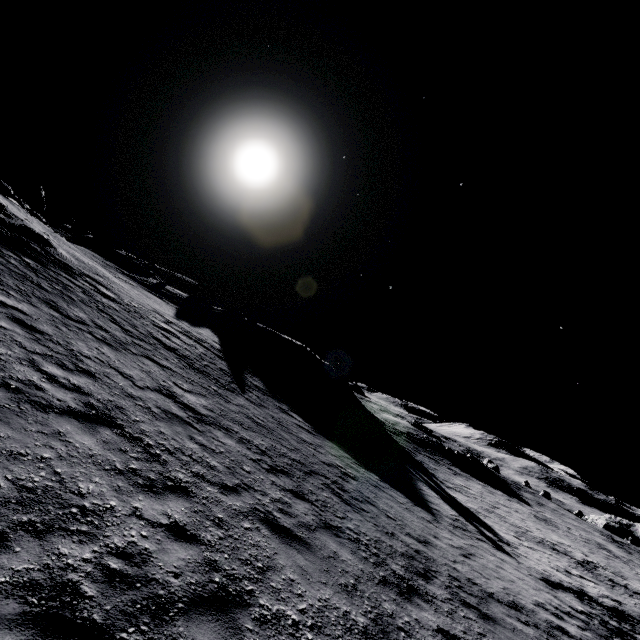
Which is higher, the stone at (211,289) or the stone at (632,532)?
the stone at (211,289)

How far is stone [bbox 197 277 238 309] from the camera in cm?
5419

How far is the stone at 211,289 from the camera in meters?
54.2

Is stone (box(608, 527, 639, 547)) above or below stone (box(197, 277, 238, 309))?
below

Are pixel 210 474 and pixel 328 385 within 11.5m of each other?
no
